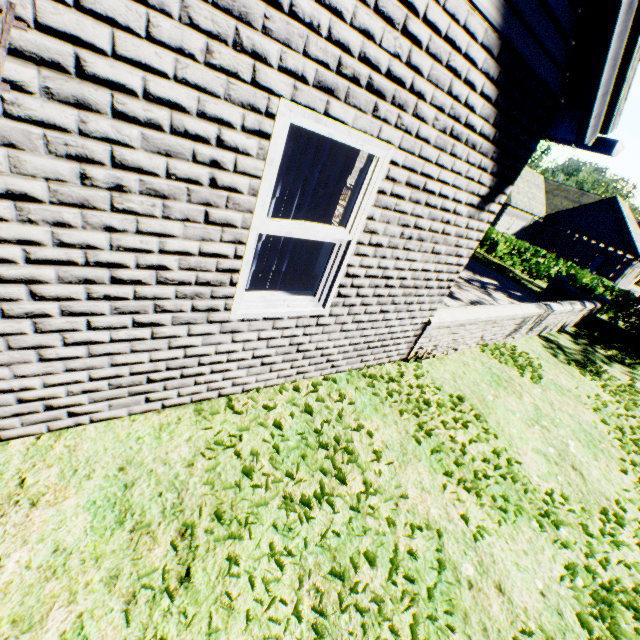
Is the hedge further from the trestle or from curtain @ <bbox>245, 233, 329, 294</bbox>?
curtain @ <bbox>245, 233, 329, 294</bbox>

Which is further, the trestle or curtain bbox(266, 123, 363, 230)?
curtain bbox(266, 123, 363, 230)

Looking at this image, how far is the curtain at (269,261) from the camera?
2.9m

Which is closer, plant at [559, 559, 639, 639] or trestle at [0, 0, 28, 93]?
trestle at [0, 0, 28, 93]

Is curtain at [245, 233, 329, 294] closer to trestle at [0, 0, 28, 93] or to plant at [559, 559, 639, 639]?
trestle at [0, 0, 28, 93]

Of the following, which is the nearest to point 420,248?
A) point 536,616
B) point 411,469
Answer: point 411,469
